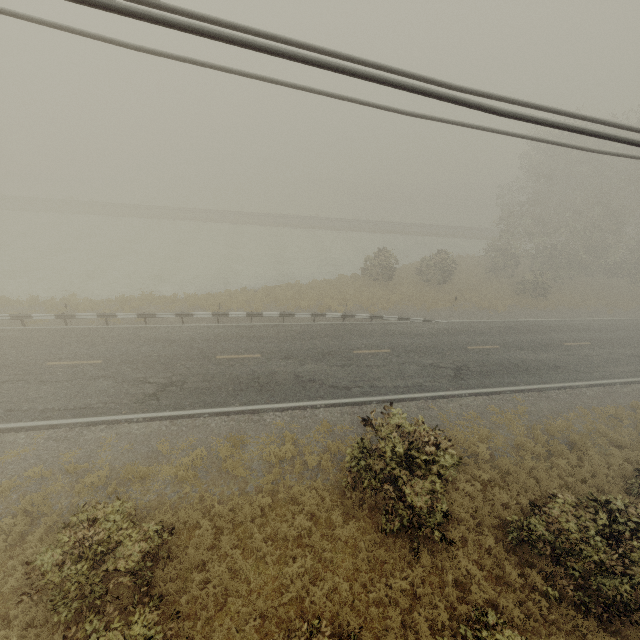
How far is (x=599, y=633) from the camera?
8.4 meters
